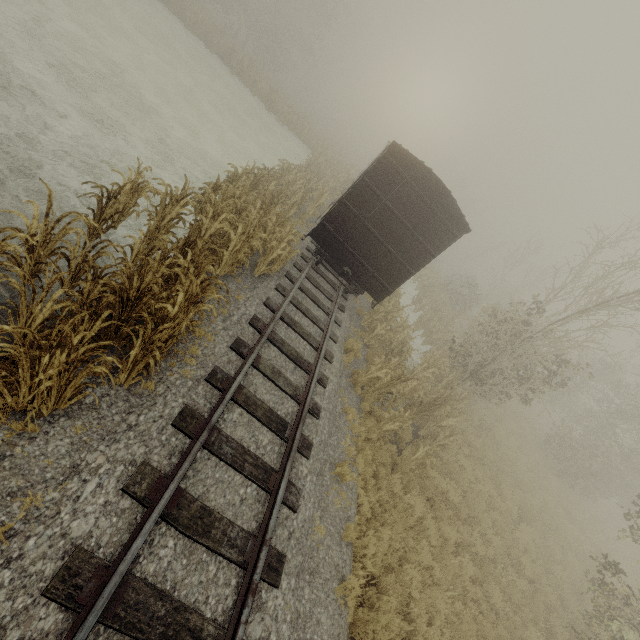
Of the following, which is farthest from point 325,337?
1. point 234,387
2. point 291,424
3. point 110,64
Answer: point 110,64

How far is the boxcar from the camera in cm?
924

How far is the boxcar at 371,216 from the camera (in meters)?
9.24
